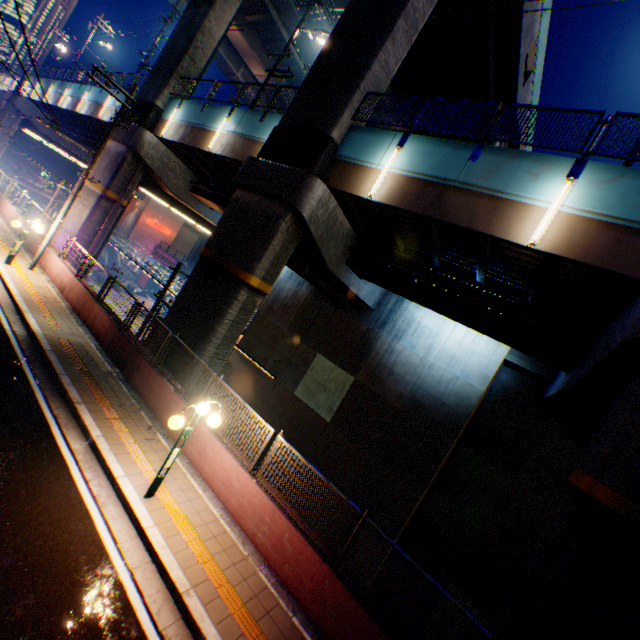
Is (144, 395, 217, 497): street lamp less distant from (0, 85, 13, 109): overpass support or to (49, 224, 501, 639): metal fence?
(49, 224, 501, 639): metal fence

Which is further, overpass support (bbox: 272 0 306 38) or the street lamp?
overpass support (bbox: 272 0 306 38)

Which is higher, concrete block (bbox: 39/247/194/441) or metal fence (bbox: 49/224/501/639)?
metal fence (bbox: 49/224/501/639)

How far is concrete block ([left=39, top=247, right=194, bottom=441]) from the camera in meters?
9.3 m

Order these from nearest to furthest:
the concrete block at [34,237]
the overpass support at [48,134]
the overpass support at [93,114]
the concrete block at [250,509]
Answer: the concrete block at [250,509]
the concrete block at [34,237]
the overpass support at [93,114]
the overpass support at [48,134]

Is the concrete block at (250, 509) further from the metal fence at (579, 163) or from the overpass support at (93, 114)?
the overpass support at (93, 114)

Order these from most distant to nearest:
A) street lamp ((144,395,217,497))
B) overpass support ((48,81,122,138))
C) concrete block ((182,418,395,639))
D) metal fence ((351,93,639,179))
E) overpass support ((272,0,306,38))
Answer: overpass support ((48,81,122,138))
overpass support ((272,0,306,38))
metal fence ((351,93,639,179))
street lamp ((144,395,217,497))
concrete block ((182,418,395,639))

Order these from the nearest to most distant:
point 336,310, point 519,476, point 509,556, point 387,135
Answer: point 387,135
point 509,556
point 519,476
point 336,310
